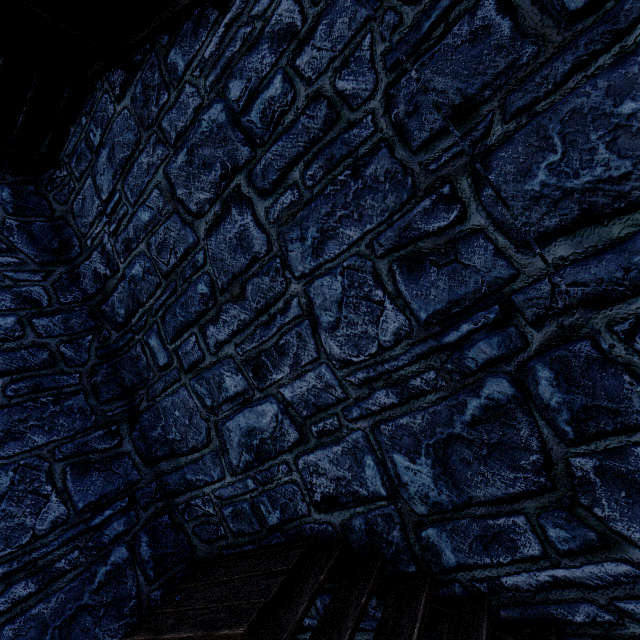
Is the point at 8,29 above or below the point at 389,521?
above
